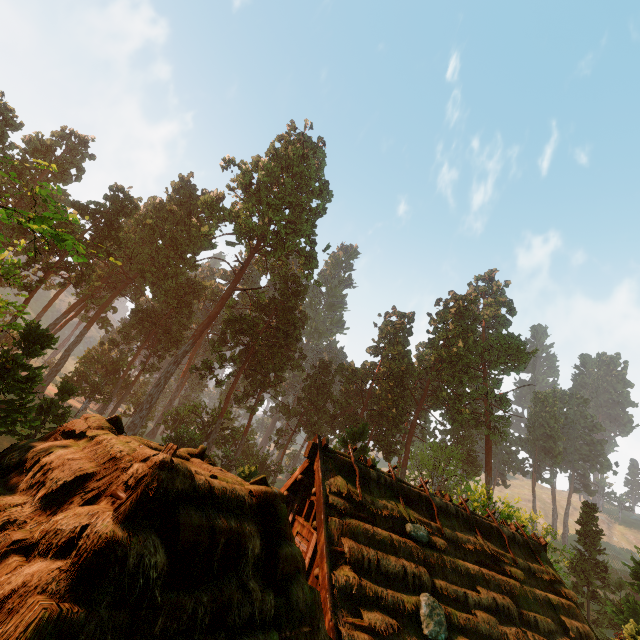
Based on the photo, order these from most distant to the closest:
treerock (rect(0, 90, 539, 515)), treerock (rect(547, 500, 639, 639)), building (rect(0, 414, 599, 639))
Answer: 1. treerock (rect(547, 500, 639, 639))
2. treerock (rect(0, 90, 539, 515))
3. building (rect(0, 414, 599, 639))

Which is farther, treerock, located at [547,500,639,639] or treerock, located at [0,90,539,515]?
treerock, located at [547,500,639,639]

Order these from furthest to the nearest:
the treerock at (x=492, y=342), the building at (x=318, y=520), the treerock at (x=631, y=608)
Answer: the treerock at (x=631, y=608) → the treerock at (x=492, y=342) → the building at (x=318, y=520)

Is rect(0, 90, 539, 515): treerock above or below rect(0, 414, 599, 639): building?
above

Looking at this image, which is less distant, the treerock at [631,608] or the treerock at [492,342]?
the treerock at [492,342]

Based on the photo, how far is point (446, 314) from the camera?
57.6 meters

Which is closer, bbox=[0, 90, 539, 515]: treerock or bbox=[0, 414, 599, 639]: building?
bbox=[0, 414, 599, 639]: building
